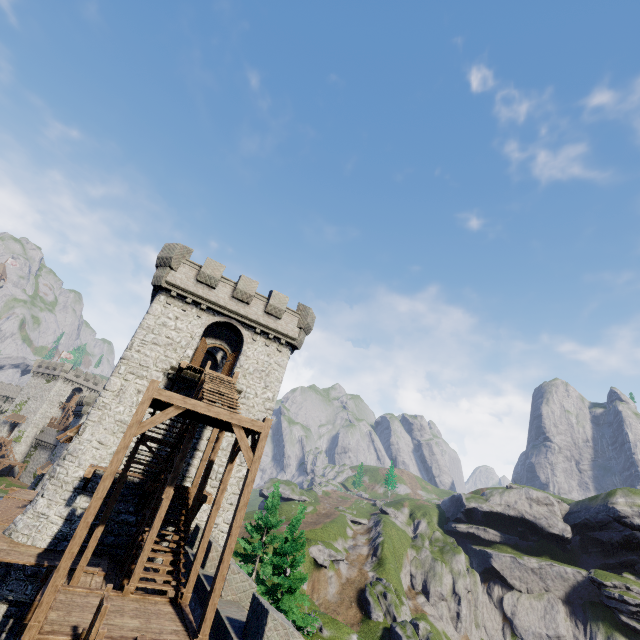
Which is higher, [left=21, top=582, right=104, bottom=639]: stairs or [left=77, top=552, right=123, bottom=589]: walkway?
[left=21, top=582, right=104, bottom=639]: stairs

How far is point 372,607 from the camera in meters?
45.2

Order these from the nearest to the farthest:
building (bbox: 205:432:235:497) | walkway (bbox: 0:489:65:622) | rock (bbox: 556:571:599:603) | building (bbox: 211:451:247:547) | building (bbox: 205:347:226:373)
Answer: walkway (bbox: 0:489:65:622), building (bbox: 211:451:247:547), building (bbox: 205:432:235:497), building (bbox: 205:347:226:373), rock (bbox: 556:571:599:603)

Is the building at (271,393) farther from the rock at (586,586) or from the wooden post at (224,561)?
the rock at (586,586)

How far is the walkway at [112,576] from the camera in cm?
1211

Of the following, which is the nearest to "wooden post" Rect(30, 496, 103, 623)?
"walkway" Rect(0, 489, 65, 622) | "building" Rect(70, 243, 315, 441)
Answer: "walkway" Rect(0, 489, 65, 622)

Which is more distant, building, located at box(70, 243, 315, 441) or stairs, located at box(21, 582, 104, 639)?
building, located at box(70, 243, 315, 441)

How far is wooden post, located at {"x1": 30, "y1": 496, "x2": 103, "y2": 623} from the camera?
7.30m
